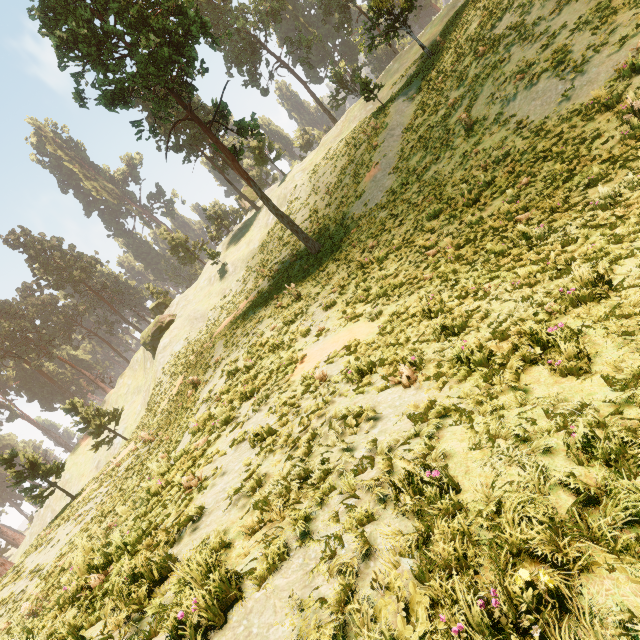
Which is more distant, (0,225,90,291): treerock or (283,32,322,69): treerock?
(0,225,90,291): treerock

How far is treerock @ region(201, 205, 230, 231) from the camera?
55.0m

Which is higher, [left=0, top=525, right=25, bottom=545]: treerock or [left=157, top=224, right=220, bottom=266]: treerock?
[left=157, top=224, right=220, bottom=266]: treerock

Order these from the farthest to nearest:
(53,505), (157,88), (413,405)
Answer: (53,505) < (157,88) < (413,405)

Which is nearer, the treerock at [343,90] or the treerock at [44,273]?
the treerock at [343,90]
